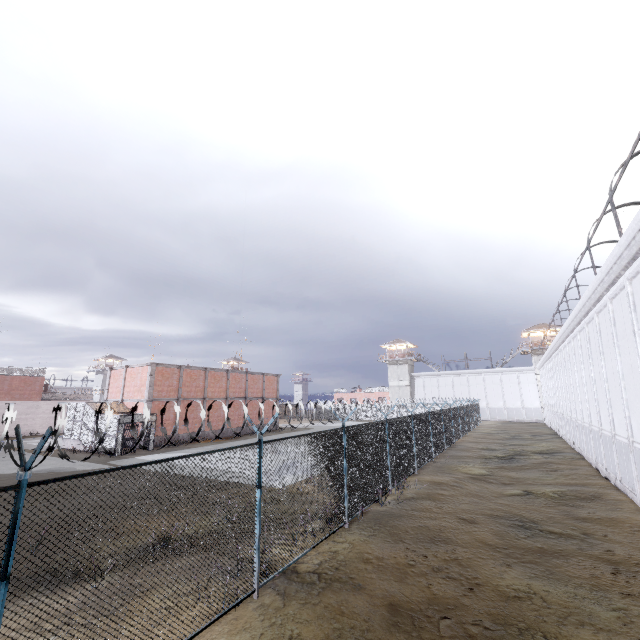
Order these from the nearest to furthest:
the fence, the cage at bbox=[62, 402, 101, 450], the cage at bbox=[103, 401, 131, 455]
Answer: the fence → the cage at bbox=[103, 401, 131, 455] → the cage at bbox=[62, 402, 101, 450]

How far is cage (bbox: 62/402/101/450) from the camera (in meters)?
25.62

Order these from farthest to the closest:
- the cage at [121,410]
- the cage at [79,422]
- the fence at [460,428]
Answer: the cage at [79,422]
the cage at [121,410]
the fence at [460,428]

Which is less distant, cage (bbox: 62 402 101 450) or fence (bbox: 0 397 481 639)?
fence (bbox: 0 397 481 639)

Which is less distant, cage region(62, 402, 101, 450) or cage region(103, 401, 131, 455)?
cage region(103, 401, 131, 455)

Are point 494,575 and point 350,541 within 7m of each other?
yes

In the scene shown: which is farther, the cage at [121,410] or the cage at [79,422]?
the cage at [79,422]
